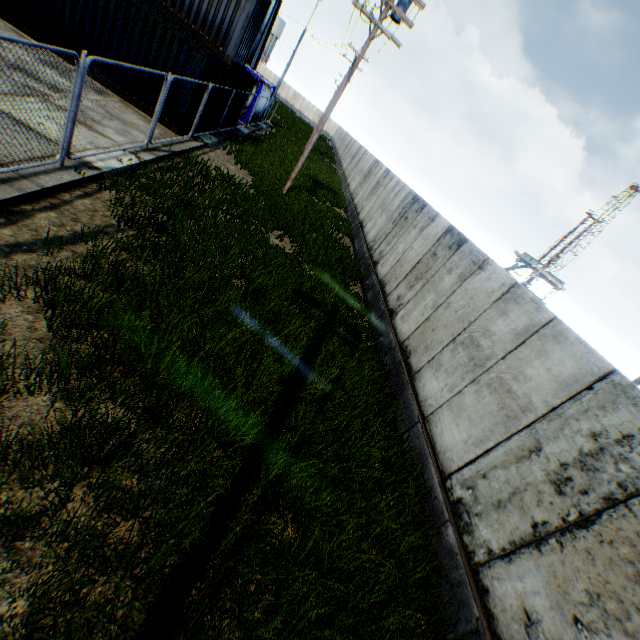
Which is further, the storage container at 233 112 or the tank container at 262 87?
the tank container at 262 87

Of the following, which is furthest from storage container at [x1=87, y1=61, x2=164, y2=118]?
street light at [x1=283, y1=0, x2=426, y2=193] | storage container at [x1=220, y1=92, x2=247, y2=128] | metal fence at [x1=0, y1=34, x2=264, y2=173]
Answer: street light at [x1=283, y1=0, x2=426, y2=193]

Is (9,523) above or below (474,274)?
below

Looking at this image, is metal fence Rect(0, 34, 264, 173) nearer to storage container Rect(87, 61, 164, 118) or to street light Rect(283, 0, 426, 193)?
storage container Rect(87, 61, 164, 118)

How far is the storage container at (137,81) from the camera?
11.5m

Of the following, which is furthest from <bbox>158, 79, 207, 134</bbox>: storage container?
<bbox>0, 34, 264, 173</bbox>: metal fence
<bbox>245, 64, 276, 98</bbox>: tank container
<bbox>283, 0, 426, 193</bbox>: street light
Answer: <bbox>245, 64, 276, 98</bbox>: tank container

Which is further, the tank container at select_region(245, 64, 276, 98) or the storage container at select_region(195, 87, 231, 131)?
the tank container at select_region(245, 64, 276, 98)

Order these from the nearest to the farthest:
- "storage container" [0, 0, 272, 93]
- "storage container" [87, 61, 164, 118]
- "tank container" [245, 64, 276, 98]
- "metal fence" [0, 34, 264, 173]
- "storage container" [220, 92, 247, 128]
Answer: "metal fence" [0, 34, 264, 173]
"storage container" [0, 0, 272, 93]
"storage container" [87, 61, 164, 118]
"storage container" [220, 92, 247, 128]
"tank container" [245, 64, 276, 98]
